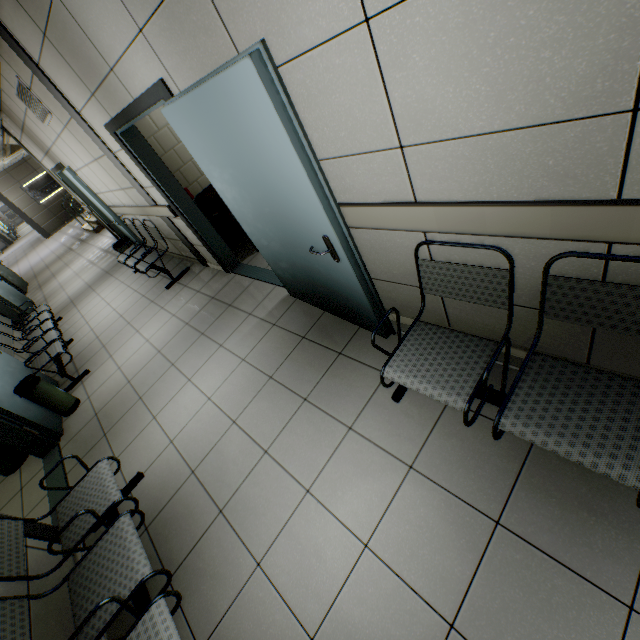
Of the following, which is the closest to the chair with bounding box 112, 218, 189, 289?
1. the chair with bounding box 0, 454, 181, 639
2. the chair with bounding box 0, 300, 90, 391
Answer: the chair with bounding box 0, 300, 90, 391

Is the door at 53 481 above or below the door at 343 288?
below

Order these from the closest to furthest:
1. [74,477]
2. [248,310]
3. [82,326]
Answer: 1. [74,477]
2. [248,310]
3. [82,326]

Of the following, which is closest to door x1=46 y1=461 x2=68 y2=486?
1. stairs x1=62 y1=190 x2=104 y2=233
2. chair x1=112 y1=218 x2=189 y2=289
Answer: chair x1=112 y1=218 x2=189 y2=289

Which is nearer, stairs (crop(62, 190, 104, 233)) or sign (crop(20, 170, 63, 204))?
stairs (crop(62, 190, 104, 233))

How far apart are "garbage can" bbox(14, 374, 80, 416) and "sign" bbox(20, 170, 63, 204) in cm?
1836

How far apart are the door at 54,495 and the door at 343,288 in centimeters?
283cm

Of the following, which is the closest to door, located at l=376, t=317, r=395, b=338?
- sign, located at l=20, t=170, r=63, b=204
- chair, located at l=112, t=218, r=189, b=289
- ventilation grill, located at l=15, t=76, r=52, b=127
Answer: chair, located at l=112, t=218, r=189, b=289
